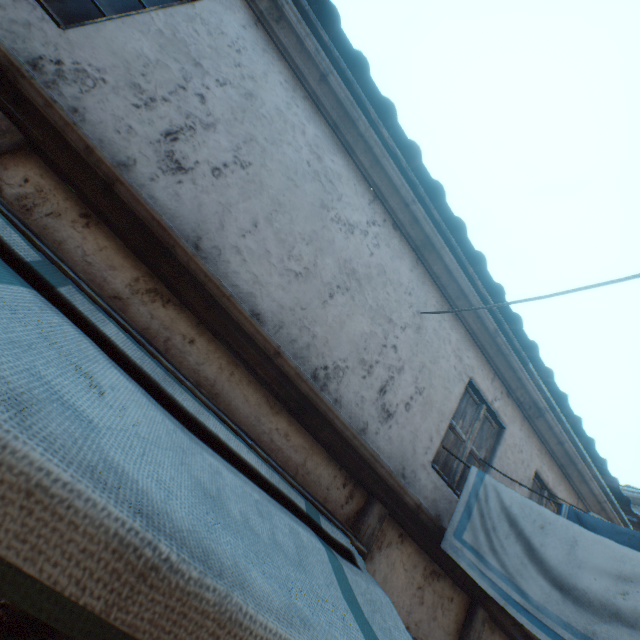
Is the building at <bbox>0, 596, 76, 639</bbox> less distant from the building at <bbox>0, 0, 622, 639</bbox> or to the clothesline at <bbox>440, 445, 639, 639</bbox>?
the building at <bbox>0, 0, 622, 639</bbox>

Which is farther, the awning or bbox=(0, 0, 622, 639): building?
bbox=(0, 0, 622, 639): building

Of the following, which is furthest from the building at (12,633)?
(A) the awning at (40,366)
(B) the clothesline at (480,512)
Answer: (B) the clothesline at (480,512)

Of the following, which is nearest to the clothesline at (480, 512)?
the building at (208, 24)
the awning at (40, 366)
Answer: the building at (208, 24)

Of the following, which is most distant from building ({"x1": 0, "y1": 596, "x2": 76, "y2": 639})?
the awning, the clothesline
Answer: the clothesline

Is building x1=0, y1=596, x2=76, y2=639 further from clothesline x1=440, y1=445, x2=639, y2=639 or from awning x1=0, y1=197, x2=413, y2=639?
clothesline x1=440, y1=445, x2=639, y2=639

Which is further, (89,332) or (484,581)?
(484,581)
